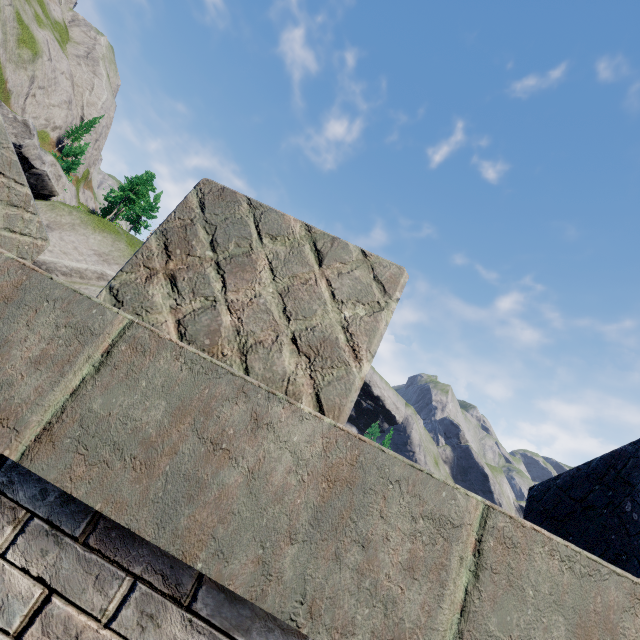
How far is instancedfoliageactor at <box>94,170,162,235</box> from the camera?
43.66m

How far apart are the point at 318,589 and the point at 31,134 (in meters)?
41.38

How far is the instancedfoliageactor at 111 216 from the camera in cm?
4366
